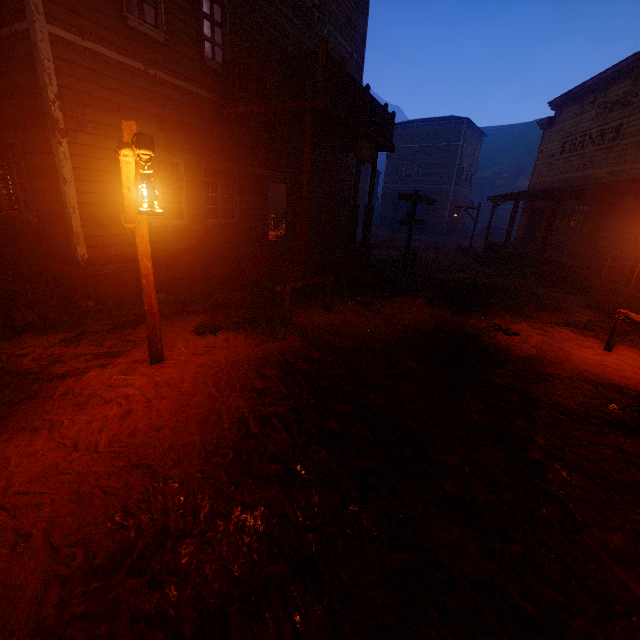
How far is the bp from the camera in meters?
19.7 m

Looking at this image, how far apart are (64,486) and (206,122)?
8.7 meters

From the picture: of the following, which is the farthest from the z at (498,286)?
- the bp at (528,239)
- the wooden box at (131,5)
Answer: the wooden box at (131,5)

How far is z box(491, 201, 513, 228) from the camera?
45.6m

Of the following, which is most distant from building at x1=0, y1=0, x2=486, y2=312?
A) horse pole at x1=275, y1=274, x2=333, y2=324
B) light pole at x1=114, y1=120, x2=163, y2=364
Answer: light pole at x1=114, y1=120, x2=163, y2=364

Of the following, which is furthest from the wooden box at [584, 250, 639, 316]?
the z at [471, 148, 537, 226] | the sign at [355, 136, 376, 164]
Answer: the sign at [355, 136, 376, 164]

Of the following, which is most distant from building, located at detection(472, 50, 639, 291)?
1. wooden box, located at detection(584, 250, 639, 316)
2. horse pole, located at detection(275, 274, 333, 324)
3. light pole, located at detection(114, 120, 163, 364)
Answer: light pole, located at detection(114, 120, 163, 364)
